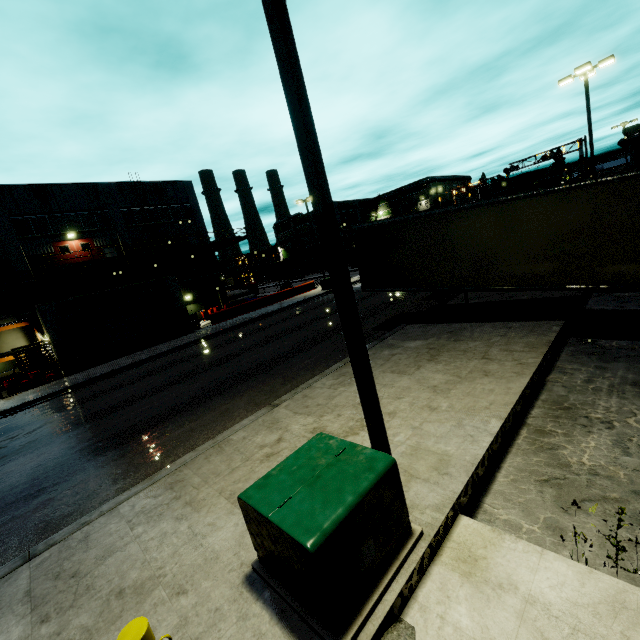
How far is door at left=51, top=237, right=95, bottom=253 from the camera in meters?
27.4 m

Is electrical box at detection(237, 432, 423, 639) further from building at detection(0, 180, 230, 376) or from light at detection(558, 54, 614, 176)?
light at detection(558, 54, 614, 176)

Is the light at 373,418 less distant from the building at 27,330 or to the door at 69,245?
the building at 27,330

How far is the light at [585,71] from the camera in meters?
17.4 m

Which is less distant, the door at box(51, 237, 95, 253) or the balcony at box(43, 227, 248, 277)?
the balcony at box(43, 227, 248, 277)

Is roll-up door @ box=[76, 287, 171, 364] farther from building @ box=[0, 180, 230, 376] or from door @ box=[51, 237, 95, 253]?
door @ box=[51, 237, 95, 253]

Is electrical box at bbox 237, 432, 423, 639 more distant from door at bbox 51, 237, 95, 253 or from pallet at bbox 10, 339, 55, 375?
pallet at bbox 10, 339, 55, 375

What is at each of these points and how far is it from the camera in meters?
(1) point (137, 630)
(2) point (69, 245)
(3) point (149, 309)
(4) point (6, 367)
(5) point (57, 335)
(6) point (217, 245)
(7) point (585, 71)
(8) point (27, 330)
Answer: (1) post, 2.3
(2) door, 28.0
(3) roll-up door, 25.1
(4) building, 25.2
(5) building, 20.9
(6) balcony, 35.6
(7) light, 18.1
(8) building, 26.0
